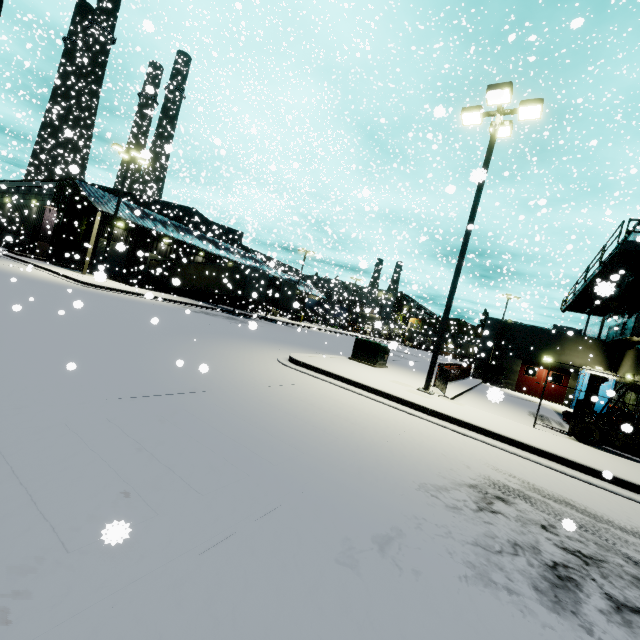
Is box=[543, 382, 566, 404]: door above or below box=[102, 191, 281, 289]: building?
below

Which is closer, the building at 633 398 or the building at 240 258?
the building at 633 398

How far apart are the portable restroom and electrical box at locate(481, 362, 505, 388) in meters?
4.0

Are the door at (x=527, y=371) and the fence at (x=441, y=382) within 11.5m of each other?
no

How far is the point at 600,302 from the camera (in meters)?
22.73

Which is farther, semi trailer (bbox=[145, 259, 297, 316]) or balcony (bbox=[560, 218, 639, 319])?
semi trailer (bbox=[145, 259, 297, 316])

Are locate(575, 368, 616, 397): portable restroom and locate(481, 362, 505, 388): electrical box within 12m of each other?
yes

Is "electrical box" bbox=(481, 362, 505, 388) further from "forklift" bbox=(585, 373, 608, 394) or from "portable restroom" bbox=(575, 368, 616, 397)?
"forklift" bbox=(585, 373, 608, 394)
